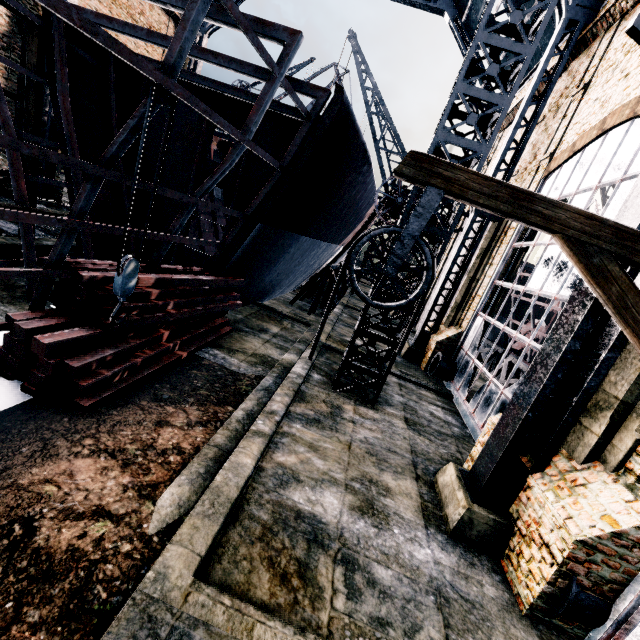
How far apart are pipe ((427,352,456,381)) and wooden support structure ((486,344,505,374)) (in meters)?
13.71

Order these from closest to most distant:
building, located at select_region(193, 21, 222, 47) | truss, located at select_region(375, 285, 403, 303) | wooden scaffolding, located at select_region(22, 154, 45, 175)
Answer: truss, located at select_region(375, 285, 403, 303) → wooden scaffolding, located at select_region(22, 154, 45, 175) → building, located at select_region(193, 21, 222, 47)

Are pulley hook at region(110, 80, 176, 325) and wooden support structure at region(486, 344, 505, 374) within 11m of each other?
no

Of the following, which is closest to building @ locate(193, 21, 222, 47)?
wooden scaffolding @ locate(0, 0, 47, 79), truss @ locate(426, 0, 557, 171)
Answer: truss @ locate(426, 0, 557, 171)

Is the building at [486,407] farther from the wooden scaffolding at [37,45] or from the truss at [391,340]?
the wooden scaffolding at [37,45]

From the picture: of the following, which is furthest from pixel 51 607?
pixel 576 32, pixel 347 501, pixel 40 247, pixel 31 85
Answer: pixel 576 32

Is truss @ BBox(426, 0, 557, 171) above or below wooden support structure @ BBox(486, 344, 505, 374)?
above

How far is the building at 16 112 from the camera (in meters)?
18.48
